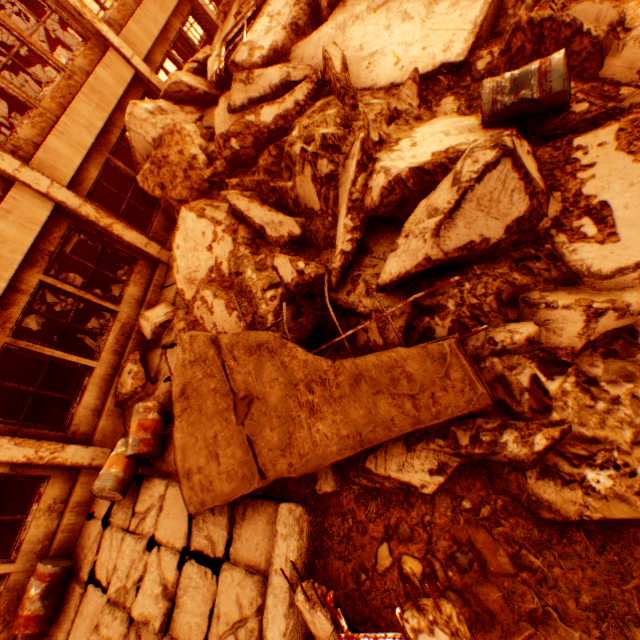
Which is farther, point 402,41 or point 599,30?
point 402,41

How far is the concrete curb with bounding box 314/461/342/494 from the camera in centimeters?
366cm

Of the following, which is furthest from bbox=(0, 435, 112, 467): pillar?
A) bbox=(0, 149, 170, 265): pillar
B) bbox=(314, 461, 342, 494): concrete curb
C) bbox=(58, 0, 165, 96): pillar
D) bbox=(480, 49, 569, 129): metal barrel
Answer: bbox=(58, 0, 165, 96): pillar

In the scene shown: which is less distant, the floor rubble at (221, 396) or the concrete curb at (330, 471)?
the floor rubble at (221, 396)

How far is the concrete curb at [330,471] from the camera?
3.66m

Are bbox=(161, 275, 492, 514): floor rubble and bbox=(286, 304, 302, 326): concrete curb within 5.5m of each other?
yes

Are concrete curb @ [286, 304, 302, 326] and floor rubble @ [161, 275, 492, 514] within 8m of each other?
yes

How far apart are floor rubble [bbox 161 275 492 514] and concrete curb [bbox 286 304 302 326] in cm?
67
